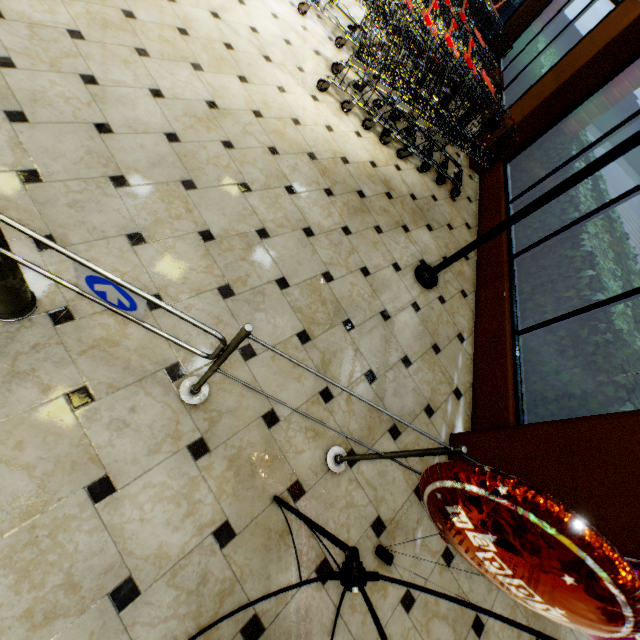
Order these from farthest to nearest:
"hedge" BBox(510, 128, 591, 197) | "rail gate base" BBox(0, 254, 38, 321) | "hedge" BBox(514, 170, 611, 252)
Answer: "hedge" BBox(510, 128, 591, 197) → "hedge" BBox(514, 170, 611, 252) → "rail gate base" BBox(0, 254, 38, 321)

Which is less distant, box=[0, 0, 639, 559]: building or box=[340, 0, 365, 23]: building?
box=[0, 0, 639, 559]: building

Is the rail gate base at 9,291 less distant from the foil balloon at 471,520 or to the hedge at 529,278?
the foil balloon at 471,520

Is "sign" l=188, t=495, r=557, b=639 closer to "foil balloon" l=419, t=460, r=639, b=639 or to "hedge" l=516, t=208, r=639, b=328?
"foil balloon" l=419, t=460, r=639, b=639

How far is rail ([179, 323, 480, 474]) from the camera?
1.1m

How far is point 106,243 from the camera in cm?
190

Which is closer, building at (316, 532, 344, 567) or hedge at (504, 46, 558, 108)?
building at (316, 532, 344, 567)

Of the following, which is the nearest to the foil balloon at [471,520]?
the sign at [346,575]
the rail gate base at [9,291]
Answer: the sign at [346,575]
